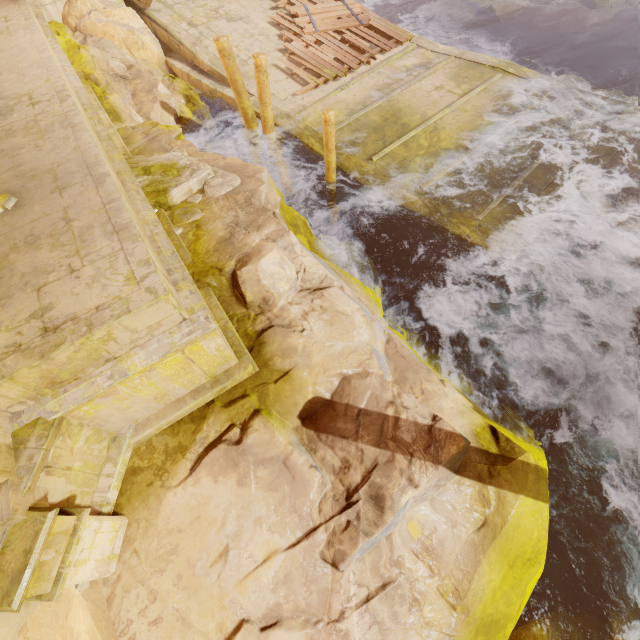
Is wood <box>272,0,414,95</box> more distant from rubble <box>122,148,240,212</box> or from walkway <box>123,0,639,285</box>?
rubble <box>122,148,240,212</box>

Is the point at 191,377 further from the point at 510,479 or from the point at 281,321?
the point at 510,479

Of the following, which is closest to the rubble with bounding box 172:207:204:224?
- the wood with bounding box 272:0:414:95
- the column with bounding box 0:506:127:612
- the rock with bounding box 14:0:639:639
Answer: the rock with bounding box 14:0:639:639

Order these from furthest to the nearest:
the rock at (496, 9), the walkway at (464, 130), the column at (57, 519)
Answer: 1. the rock at (496, 9)
2. the walkway at (464, 130)
3. the column at (57, 519)

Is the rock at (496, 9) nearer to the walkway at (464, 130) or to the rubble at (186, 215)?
the walkway at (464, 130)

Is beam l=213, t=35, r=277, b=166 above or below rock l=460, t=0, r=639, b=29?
above

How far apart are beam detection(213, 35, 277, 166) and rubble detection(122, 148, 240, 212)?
2.77m

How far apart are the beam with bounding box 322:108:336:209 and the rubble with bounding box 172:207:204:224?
2.1 meters
